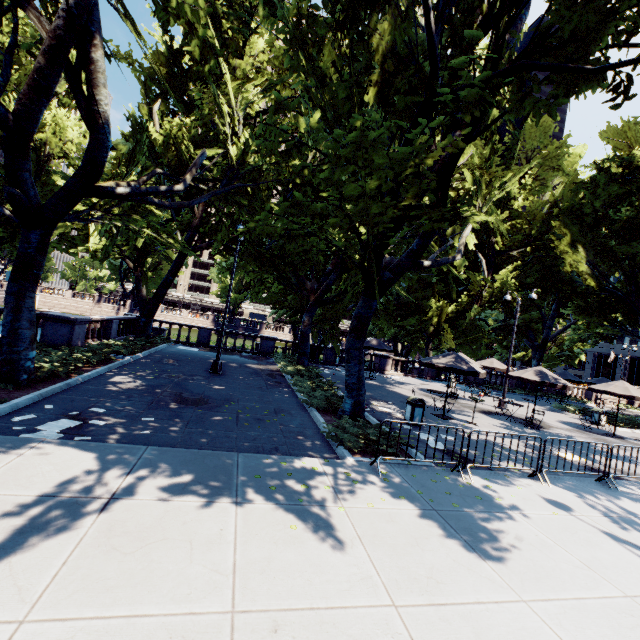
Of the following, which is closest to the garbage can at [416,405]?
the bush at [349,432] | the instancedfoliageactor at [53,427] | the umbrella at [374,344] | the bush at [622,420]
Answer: the bush at [349,432]

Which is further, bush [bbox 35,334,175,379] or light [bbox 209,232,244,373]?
light [bbox 209,232,244,373]

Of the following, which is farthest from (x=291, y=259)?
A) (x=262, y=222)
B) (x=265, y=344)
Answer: (x=262, y=222)

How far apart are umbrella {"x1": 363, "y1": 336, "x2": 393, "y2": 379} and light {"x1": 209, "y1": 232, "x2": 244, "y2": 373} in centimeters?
1021cm

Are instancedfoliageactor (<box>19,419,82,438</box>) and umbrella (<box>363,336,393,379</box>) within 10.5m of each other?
no

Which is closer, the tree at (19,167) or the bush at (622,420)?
the tree at (19,167)

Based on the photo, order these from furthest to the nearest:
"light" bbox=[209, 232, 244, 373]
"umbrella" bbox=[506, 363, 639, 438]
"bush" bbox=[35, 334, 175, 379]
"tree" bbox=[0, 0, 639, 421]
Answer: "light" bbox=[209, 232, 244, 373]
"umbrella" bbox=[506, 363, 639, 438]
"bush" bbox=[35, 334, 175, 379]
"tree" bbox=[0, 0, 639, 421]

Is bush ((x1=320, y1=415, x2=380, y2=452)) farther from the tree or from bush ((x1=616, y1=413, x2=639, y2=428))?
bush ((x1=616, y1=413, x2=639, y2=428))
